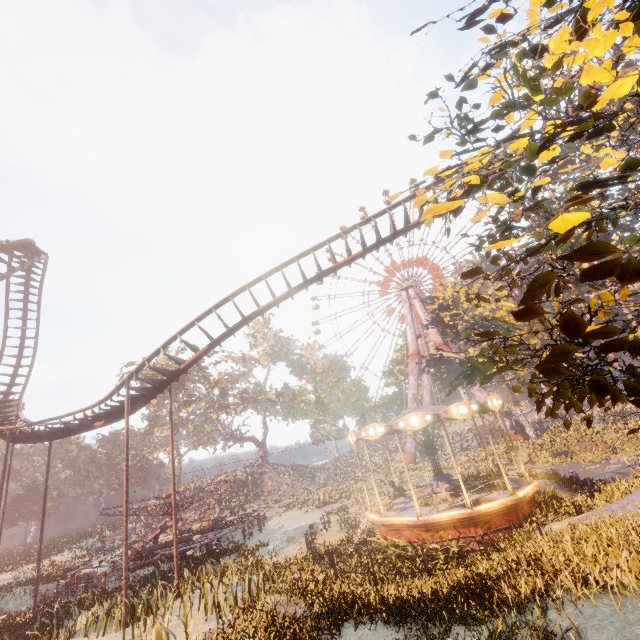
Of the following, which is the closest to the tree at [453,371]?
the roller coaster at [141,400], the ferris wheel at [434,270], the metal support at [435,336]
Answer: the metal support at [435,336]

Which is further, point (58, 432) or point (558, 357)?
point (58, 432)

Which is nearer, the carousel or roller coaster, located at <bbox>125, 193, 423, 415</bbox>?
the carousel

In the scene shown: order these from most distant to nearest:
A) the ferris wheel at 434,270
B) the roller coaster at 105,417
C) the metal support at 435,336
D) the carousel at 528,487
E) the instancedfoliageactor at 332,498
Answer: the ferris wheel at 434,270
the metal support at 435,336
the instancedfoliageactor at 332,498
the roller coaster at 105,417
the carousel at 528,487

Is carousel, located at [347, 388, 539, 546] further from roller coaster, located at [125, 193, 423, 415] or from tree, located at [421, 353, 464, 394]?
tree, located at [421, 353, 464, 394]

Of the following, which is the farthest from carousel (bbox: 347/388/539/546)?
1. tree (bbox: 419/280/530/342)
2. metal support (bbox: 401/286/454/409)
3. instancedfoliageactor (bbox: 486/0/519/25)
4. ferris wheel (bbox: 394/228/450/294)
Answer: ferris wheel (bbox: 394/228/450/294)

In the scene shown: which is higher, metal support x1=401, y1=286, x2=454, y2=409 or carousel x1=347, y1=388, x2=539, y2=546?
metal support x1=401, y1=286, x2=454, y2=409
